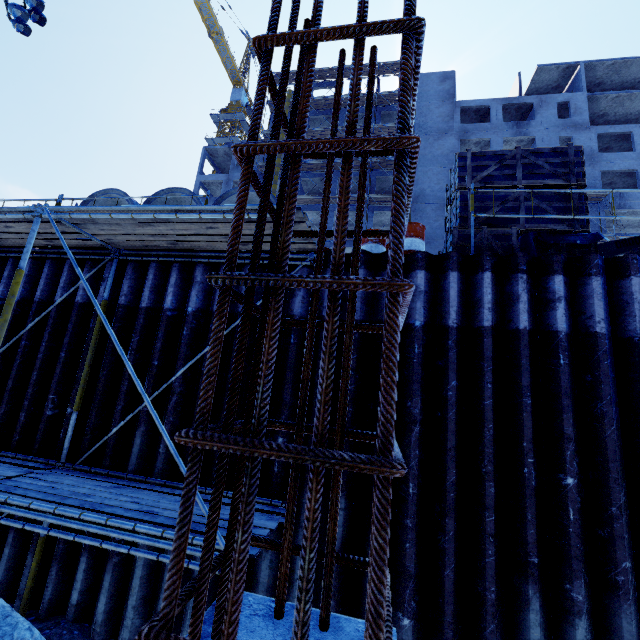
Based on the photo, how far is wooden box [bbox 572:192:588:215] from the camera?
5.9m

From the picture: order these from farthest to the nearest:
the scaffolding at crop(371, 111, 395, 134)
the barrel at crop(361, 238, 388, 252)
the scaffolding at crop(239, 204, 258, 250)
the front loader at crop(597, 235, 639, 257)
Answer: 1. the scaffolding at crop(371, 111, 395, 134)
2. the front loader at crop(597, 235, 639, 257)
3. the barrel at crop(361, 238, 388, 252)
4. the scaffolding at crop(239, 204, 258, 250)

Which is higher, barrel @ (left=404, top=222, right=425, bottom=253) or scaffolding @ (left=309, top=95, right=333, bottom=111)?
scaffolding @ (left=309, top=95, right=333, bottom=111)

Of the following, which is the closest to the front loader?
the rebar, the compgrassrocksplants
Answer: the rebar

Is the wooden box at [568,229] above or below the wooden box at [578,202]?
below

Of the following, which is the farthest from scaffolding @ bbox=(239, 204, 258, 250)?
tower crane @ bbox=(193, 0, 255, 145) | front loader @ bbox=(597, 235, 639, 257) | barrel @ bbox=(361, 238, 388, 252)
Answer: tower crane @ bbox=(193, 0, 255, 145)

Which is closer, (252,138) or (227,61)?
(252,138)

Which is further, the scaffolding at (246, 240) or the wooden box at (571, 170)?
the wooden box at (571, 170)
